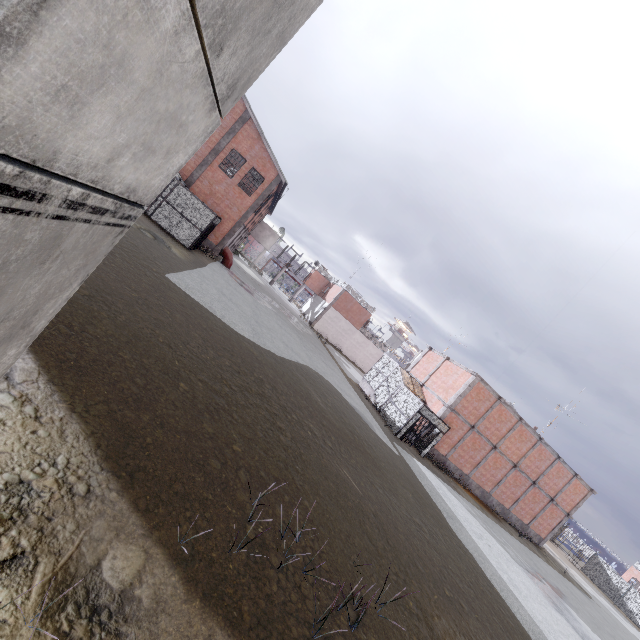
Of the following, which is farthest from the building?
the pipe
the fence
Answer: the pipe

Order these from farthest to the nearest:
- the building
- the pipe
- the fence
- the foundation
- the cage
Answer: the fence
the pipe
the foundation
the cage
the building

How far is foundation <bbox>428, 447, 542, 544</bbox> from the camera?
24.9m

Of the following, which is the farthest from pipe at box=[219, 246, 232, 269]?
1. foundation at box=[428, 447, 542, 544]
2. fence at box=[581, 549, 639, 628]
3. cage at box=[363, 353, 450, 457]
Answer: fence at box=[581, 549, 639, 628]

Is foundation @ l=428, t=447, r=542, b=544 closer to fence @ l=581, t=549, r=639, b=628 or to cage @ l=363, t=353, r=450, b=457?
cage @ l=363, t=353, r=450, b=457

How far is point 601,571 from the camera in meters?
38.7

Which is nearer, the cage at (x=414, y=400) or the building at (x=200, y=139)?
the building at (x=200, y=139)

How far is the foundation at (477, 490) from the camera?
24.9 meters
